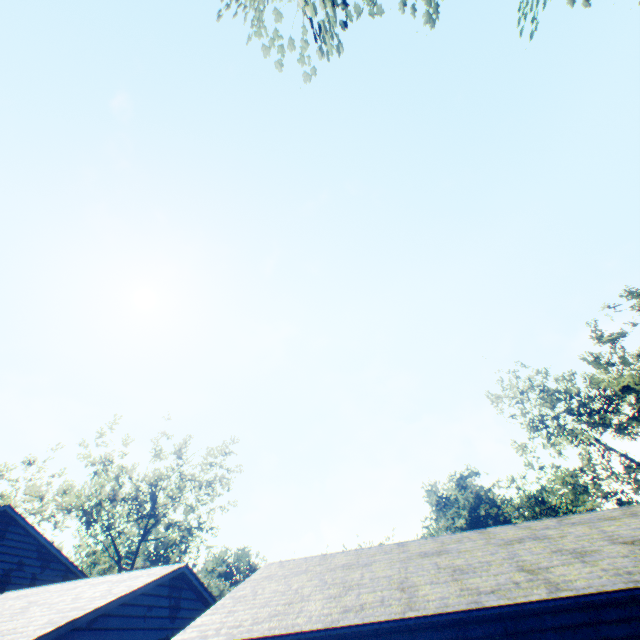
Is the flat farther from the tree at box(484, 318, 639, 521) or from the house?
the tree at box(484, 318, 639, 521)

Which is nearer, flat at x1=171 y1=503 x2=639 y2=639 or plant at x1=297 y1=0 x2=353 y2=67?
flat at x1=171 y1=503 x2=639 y2=639

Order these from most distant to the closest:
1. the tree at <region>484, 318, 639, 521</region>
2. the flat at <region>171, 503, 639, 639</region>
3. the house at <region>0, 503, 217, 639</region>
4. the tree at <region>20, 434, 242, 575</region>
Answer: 1. the tree at <region>20, 434, 242, 575</region>
2. the tree at <region>484, 318, 639, 521</region>
3. the house at <region>0, 503, 217, 639</region>
4. the flat at <region>171, 503, 639, 639</region>

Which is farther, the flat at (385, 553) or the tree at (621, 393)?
the tree at (621, 393)

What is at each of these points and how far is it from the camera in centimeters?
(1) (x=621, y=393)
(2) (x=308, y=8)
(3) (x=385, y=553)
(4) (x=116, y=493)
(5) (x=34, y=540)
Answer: (1) tree, 2531cm
(2) plant, 1106cm
(3) flat, 1143cm
(4) tree, 3098cm
(5) house, 1650cm

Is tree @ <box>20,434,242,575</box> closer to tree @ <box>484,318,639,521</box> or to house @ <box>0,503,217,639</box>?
house @ <box>0,503,217,639</box>

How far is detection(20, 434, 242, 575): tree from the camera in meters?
30.3 m

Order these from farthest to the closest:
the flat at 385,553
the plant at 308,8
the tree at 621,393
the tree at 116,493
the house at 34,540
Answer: the tree at 116,493 → the tree at 621,393 → the plant at 308,8 → the house at 34,540 → the flat at 385,553
